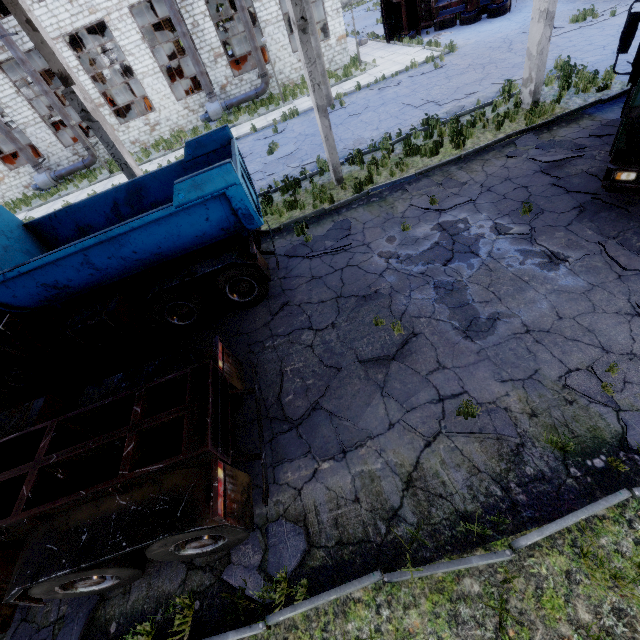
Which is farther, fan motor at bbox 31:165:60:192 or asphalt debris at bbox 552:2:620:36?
fan motor at bbox 31:165:60:192

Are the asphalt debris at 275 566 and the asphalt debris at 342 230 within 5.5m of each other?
no

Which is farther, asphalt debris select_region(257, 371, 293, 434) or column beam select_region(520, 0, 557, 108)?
column beam select_region(520, 0, 557, 108)

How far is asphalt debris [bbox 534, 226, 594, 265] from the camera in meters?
6.2 m

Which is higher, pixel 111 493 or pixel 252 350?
pixel 111 493

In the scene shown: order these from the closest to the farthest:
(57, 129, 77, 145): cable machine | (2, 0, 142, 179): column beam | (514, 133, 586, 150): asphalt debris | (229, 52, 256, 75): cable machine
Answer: (2, 0, 142, 179): column beam
(514, 133, 586, 150): asphalt debris
(229, 52, 256, 75): cable machine
(57, 129, 77, 145): cable machine

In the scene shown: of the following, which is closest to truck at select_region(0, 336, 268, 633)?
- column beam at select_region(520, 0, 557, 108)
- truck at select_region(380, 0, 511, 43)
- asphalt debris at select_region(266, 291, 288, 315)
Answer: asphalt debris at select_region(266, 291, 288, 315)

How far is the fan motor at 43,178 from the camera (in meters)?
23.17
